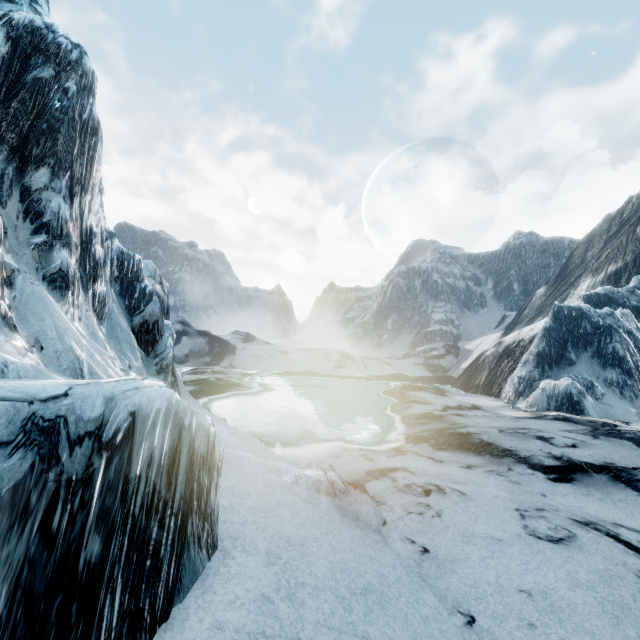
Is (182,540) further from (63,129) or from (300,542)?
(63,129)
